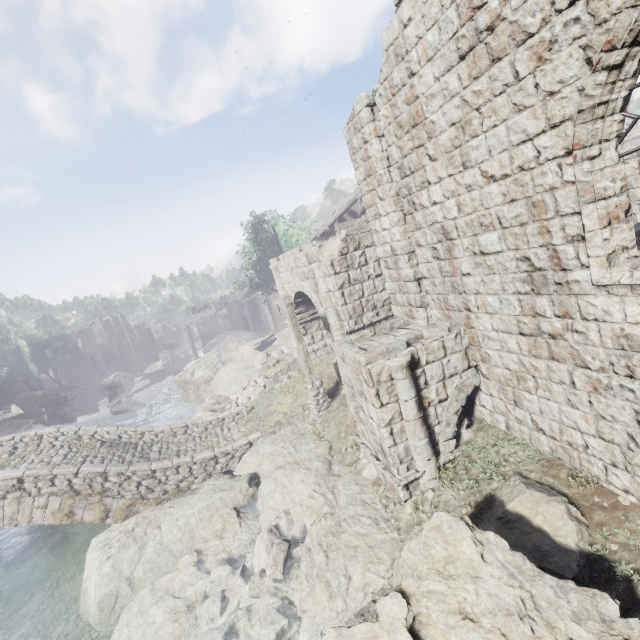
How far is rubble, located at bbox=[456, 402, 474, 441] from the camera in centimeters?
776cm

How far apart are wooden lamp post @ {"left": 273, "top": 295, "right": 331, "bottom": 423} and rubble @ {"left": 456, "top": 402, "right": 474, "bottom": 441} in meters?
5.4

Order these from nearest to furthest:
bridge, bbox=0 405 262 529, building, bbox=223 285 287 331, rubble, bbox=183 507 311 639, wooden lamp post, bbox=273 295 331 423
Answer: rubble, bbox=183 507 311 639
bridge, bbox=0 405 262 529
wooden lamp post, bbox=273 295 331 423
building, bbox=223 285 287 331

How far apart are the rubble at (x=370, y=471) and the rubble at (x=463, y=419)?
1.6 meters

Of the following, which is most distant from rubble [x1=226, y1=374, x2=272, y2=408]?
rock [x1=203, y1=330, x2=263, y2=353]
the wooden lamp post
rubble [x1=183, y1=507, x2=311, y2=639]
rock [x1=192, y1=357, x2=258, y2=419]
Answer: rubble [x1=183, y1=507, x2=311, y2=639]

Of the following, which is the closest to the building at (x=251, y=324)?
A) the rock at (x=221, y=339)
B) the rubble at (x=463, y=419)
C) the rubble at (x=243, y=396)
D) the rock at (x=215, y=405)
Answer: the rock at (x=221, y=339)

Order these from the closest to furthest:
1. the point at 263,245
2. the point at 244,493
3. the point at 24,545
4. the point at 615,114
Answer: the point at 615,114 < the point at 244,493 < the point at 24,545 < the point at 263,245

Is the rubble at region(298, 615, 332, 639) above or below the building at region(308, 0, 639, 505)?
below
